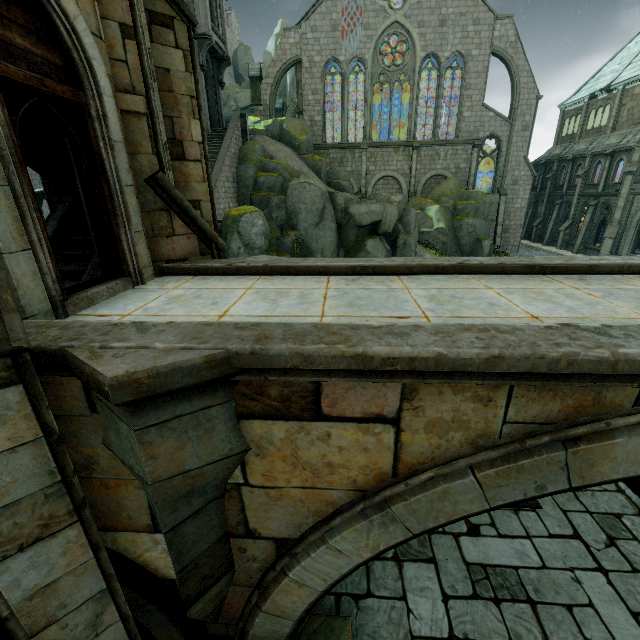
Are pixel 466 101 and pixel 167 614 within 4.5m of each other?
no

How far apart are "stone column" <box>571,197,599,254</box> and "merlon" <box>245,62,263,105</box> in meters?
32.1

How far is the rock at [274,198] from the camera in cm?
1908

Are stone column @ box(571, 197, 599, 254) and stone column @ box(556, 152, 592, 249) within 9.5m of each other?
yes

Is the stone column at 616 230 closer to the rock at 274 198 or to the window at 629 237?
the window at 629 237

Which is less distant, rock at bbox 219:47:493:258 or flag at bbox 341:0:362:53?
rock at bbox 219:47:493:258

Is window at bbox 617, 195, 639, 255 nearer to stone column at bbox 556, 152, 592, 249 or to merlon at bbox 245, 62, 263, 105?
stone column at bbox 556, 152, 592, 249

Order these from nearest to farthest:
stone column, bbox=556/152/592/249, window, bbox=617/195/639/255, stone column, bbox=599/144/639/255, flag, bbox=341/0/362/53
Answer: stone column, bbox=599/144/639/255 < window, bbox=617/195/639/255 < flag, bbox=341/0/362/53 < stone column, bbox=556/152/592/249
